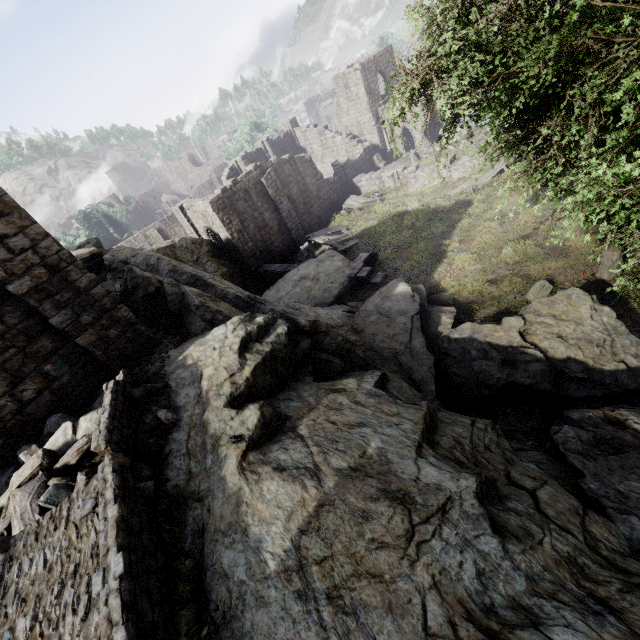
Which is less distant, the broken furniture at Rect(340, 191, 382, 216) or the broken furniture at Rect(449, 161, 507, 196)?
the broken furniture at Rect(449, 161, 507, 196)

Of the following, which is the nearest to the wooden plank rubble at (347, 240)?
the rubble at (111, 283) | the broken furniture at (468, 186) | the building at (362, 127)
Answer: the building at (362, 127)

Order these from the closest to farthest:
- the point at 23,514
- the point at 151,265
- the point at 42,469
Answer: the point at 23,514 → the point at 42,469 → the point at 151,265

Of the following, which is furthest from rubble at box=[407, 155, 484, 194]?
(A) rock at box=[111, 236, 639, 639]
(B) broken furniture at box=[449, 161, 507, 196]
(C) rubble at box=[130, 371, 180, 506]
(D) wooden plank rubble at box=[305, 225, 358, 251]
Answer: (C) rubble at box=[130, 371, 180, 506]

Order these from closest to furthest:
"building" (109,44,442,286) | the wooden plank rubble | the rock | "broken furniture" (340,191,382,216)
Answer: the rock
the wooden plank rubble
"building" (109,44,442,286)
"broken furniture" (340,191,382,216)

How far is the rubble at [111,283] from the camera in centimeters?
1483cm

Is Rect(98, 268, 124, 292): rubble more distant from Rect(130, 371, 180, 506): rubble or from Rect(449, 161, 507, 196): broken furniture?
Rect(449, 161, 507, 196): broken furniture

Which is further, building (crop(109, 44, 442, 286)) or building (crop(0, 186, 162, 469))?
building (crop(109, 44, 442, 286))
